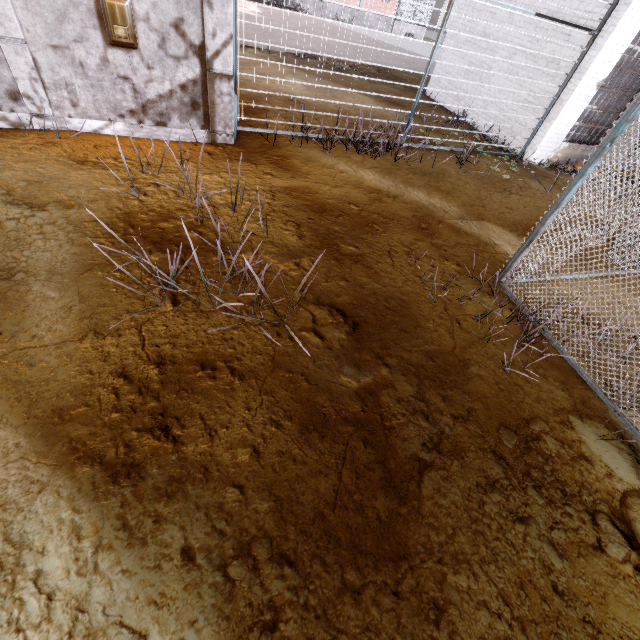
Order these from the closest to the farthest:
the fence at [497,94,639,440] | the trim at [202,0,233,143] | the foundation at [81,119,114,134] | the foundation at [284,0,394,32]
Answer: the fence at [497,94,639,440] → the trim at [202,0,233,143] → the foundation at [81,119,114,134] → the foundation at [284,0,394,32]

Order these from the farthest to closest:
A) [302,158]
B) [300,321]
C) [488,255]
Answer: [302,158], [488,255], [300,321]

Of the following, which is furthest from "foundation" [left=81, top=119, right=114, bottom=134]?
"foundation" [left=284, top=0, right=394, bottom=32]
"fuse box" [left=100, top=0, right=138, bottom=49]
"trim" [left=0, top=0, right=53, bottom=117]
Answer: "foundation" [left=284, top=0, right=394, bottom=32]

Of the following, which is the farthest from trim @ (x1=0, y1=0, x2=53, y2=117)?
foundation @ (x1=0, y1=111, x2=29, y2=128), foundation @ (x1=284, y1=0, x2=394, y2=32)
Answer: foundation @ (x1=284, y1=0, x2=394, y2=32)

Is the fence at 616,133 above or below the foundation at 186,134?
above

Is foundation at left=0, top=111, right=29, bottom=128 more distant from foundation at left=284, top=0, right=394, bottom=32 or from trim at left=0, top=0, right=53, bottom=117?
foundation at left=284, top=0, right=394, bottom=32

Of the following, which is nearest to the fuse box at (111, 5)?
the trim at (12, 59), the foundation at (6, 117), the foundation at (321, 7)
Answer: the trim at (12, 59)

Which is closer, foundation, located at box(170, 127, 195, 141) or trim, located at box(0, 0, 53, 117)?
trim, located at box(0, 0, 53, 117)
